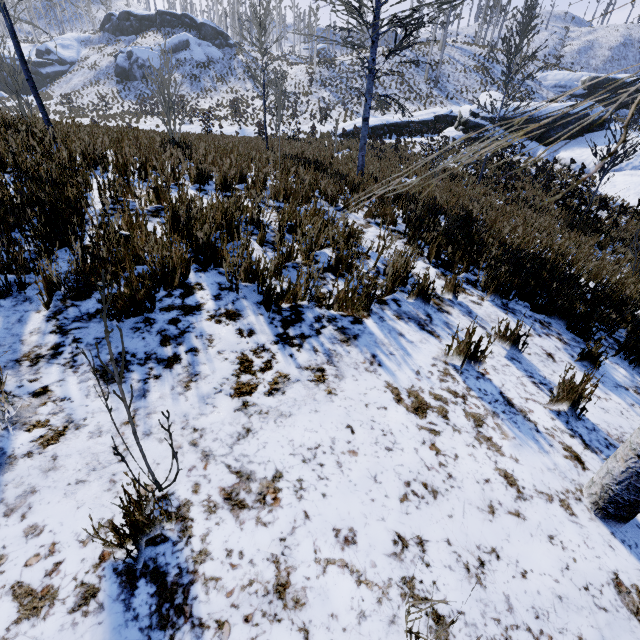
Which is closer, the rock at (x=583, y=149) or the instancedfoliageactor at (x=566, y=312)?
the instancedfoliageactor at (x=566, y=312)

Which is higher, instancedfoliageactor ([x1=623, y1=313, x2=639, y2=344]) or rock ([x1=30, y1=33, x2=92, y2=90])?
rock ([x1=30, y1=33, x2=92, y2=90])

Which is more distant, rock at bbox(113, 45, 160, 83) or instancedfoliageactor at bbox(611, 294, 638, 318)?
rock at bbox(113, 45, 160, 83)

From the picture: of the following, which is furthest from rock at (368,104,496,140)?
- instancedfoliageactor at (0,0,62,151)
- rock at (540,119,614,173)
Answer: instancedfoliageactor at (0,0,62,151)

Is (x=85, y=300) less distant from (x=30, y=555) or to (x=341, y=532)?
(x=30, y=555)

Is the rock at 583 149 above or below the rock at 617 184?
above

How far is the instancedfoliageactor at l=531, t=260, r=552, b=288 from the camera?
4.2m
